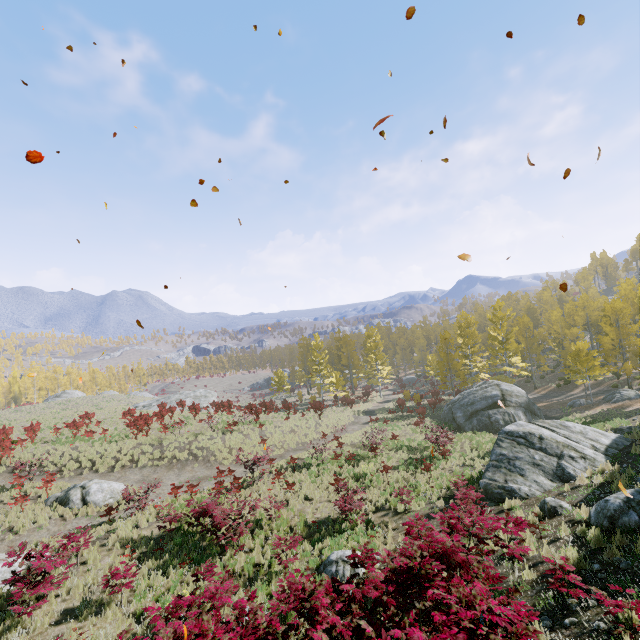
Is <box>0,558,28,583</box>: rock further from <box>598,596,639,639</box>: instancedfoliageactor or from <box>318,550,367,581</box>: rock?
<box>318,550,367,581</box>: rock

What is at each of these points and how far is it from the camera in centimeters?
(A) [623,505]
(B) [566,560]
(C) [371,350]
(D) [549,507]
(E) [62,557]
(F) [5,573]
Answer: (A) rock, 712cm
(B) instancedfoliageactor, 574cm
(C) instancedfoliageactor, 4872cm
(D) rock, 938cm
(E) instancedfoliageactor, 941cm
(F) rock, 1010cm

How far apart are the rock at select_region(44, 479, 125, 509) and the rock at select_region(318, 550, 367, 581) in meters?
12.8

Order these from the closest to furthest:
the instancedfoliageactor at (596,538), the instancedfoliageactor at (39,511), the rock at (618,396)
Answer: the instancedfoliageactor at (596,538)
the instancedfoliageactor at (39,511)
the rock at (618,396)

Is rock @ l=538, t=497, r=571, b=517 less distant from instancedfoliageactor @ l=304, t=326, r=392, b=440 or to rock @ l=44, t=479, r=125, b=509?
instancedfoliageactor @ l=304, t=326, r=392, b=440

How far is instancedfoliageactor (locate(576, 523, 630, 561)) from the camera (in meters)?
6.03

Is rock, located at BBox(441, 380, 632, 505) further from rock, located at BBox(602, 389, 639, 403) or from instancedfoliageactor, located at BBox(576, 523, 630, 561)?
rock, located at BBox(602, 389, 639, 403)

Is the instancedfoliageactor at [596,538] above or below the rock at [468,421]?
above
